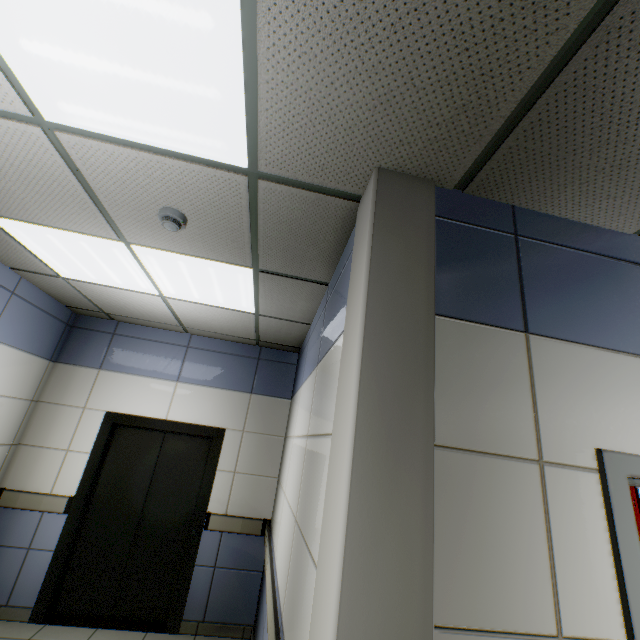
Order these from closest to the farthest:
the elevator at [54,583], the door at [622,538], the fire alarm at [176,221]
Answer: the door at [622,538] → the fire alarm at [176,221] → the elevator at [54,583]

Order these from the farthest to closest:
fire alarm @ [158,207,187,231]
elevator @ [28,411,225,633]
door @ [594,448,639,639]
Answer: elevator @ [28,411,225,633] → fire alarm @ [158,207,187,231] → door @ [594,448,639,639]

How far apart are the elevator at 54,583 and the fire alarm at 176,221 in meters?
2.9 m

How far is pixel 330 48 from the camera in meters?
1.1 m

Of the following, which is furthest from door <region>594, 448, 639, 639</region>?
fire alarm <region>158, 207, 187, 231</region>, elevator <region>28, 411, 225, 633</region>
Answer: elevator <region>28, 411, 225, 633</region>

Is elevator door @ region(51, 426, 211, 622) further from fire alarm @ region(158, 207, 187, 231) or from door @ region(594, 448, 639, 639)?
door @ region(594, 448, 639, 639)

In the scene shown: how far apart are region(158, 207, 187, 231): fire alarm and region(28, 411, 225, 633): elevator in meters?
2.9 m

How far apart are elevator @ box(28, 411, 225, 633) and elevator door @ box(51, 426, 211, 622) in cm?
1
